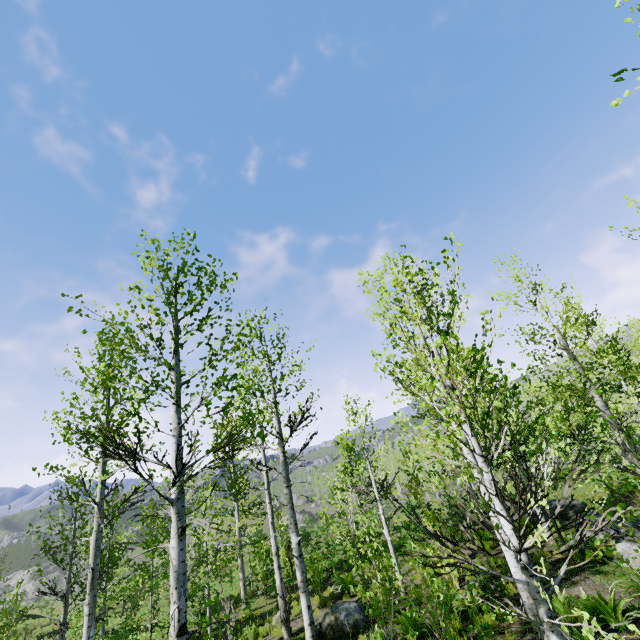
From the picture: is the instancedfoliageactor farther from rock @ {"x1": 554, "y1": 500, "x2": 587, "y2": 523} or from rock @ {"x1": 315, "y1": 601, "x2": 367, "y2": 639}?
rock @ {"x1": 315, "y1": 601, "x2": 367, "y2": 639}

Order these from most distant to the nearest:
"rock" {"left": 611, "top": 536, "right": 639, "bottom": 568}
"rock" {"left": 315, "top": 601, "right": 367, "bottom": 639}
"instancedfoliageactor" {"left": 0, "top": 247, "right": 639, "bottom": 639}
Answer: "rock" {"left": 315, "top": 601, "right": 367, "bottom": 639}
"rock" {"left": 611, "top": 536, "right": 639, "bottom": 568}
"instancedfoliageactor" {"left": 0, "top": 247, "right": 639, "bottom": 639}

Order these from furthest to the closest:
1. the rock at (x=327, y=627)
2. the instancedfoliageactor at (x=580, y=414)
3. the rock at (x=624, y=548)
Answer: the rock at (x=327, y=627), the rock at (x=624, y=548), the instancedfoliageactor at (x=580, y=414)

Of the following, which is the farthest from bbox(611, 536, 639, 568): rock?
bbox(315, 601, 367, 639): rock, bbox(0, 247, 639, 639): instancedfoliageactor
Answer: bbox(315, 601, 367, 639): rock

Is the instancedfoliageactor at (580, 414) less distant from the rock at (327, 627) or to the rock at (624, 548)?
the rock at (624, 548)

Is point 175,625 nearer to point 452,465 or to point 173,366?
point 173,366
